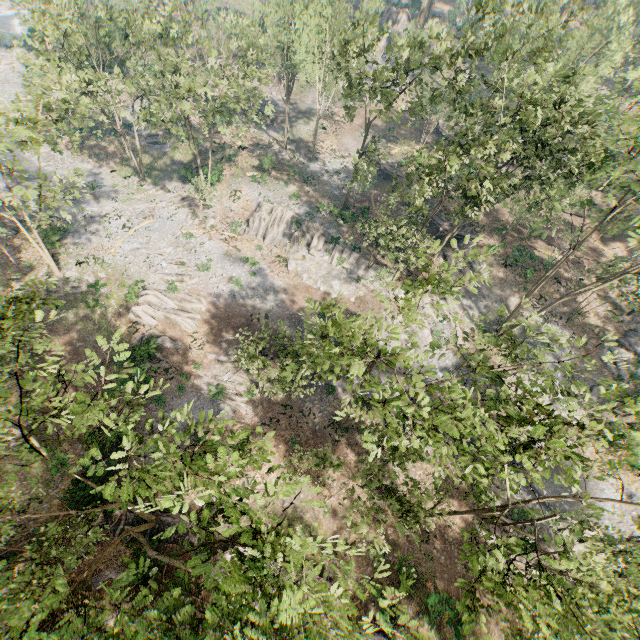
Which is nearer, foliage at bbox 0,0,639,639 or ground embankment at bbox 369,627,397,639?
foliage at bbox 0,0,639,639

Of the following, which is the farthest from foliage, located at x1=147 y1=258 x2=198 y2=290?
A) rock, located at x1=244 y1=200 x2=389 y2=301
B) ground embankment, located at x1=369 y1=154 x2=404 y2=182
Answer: ground embankment, located at x1=369 y1=154 x2=404 y2=182

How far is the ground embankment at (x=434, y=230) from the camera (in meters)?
40.78

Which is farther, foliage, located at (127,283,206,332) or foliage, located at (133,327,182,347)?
foliage, located at (127,283,206,332)

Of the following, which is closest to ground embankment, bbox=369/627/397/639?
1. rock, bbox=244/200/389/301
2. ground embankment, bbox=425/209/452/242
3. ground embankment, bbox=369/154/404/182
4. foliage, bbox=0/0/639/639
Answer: foliage, bbox=0/0/639/639

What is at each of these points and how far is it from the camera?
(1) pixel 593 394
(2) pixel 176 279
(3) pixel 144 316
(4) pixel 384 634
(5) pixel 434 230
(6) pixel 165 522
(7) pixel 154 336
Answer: (1) foliage, 33.8m
(2) foliage, 34.0m
(3) foliage, 30.8m
(4) ground embankment, 20.6m
(5) ground embankment, 41.7m
(6) ground embankment, 21.4m
(7) foliage, 30.1m

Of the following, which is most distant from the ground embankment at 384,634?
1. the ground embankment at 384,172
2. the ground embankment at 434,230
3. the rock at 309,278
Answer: the ground embankment at 384,172

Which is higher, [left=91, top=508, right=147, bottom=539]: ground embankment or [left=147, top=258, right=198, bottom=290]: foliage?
[left=91, top=508, right=147, bottom=539]: ground embankment
